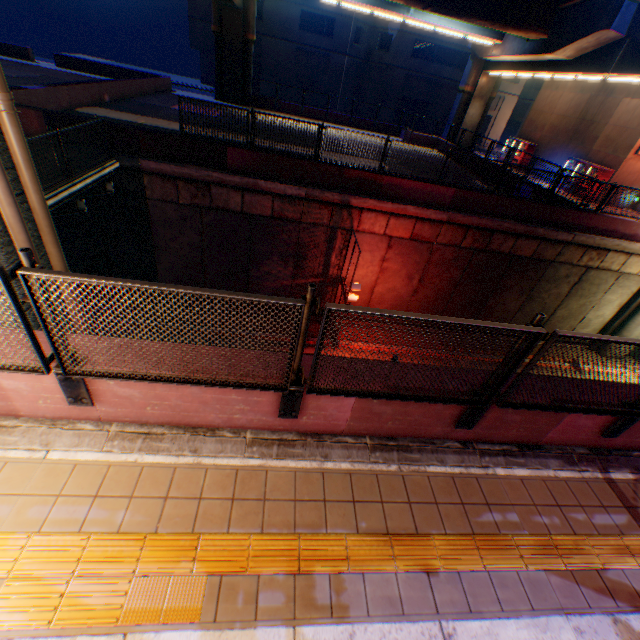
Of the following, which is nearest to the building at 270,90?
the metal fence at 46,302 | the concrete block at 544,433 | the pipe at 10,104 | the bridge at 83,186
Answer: the metal fence at 46,302

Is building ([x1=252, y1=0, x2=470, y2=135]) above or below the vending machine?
above

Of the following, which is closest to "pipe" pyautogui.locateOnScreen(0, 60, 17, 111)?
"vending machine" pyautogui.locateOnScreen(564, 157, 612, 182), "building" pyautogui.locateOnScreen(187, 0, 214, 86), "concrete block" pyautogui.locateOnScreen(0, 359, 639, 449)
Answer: "concrete block" pyautogui.locateOnScreen(0, 359, 639, 449)

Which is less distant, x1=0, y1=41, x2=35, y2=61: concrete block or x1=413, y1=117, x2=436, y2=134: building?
x1=0, y1=41, x2=35, y2=61: concrete block

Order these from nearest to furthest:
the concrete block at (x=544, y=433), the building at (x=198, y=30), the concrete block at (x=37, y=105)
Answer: the concrete block at (x=544, y=433) → the concrete block at (x=37, y=105) → the building at (x=198, y=30)

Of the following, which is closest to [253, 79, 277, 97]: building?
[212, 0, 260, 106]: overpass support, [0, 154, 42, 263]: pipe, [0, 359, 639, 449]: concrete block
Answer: [212, 0, 260, 106]: overpass support

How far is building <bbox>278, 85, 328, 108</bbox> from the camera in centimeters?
3712cm

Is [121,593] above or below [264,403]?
below
